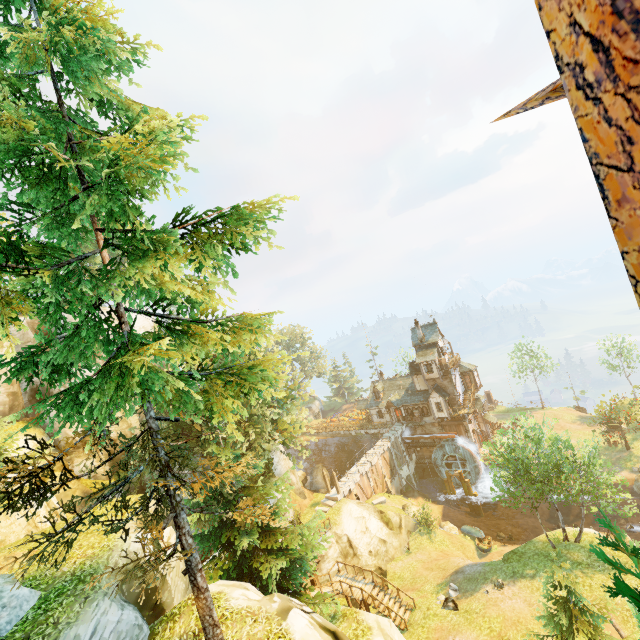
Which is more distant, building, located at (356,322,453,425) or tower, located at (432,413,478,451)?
building, located at (356,322,453,425)

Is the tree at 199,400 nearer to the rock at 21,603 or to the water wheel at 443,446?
the rock at 21,603

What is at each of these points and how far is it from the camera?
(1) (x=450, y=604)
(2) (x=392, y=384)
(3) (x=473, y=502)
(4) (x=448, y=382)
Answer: (1) rock, 20.88m
(2) building, 53.38m
(3) piling, 41.03m
(4) tower, 45.66m

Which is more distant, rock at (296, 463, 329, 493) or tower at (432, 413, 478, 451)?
tower at (432, 413, 478, 451)

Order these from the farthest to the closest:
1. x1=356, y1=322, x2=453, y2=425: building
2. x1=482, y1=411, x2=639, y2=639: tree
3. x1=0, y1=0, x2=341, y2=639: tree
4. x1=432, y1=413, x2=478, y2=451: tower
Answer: x1=356, y1=322, x2=453, y2=425: building
x1=432, y1=413, x2=478, y2=451: tower
x1=0, y1=0, x2=341, y2=639: tree
x1=482, y1=411, x2=639, y2=639: tree

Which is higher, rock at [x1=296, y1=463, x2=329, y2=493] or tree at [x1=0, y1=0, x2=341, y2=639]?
tree at [x1=0, y1=0, x2=341, y2=639]

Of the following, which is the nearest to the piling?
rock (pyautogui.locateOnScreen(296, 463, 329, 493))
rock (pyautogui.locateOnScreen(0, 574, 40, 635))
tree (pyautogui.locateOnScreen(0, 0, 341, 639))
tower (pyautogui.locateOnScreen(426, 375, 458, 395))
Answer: tower (pyautogui.locateOnScreen(426, 375, 458, 395))

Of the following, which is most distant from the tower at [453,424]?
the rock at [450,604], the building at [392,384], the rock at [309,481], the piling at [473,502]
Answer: the rock at [450,604]
